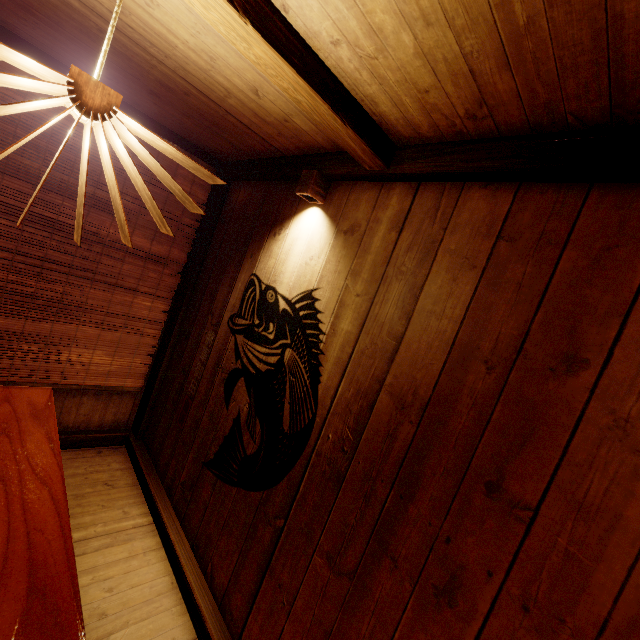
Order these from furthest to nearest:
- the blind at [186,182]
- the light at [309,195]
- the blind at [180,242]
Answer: the blind at [186,182] < the blind at [180,242] < the light at [309,195]

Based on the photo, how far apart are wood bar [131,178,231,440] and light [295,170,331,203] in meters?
2.3

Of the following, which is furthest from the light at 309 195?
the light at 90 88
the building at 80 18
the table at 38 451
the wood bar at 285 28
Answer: the table at 38 451

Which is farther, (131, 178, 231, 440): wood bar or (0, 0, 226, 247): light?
(131, 178, 231, 440): wood bar

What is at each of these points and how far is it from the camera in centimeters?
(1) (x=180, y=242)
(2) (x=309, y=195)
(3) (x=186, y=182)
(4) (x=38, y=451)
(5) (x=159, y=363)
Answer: (1) blind, 545cm
(2) light, 370cm
(3) blind, 522cm
(4) table, 223cm
(5) wood bar, 574cm

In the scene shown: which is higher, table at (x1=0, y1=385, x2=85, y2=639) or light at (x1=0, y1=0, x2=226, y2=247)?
light at (x1=0, y1=0, x2=226, y2=247)

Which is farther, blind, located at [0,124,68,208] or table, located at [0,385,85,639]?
blind, located at [0,124,68,208]

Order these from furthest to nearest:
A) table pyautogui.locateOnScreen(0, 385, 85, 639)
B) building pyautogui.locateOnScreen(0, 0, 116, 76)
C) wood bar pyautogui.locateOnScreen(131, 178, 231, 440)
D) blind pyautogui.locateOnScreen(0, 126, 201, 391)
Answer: wood bar pyautogui.locateOnScreen(131, 178, 231, 440) < blind pyautogui.locateOnScreen(0, 126, 201, 391) < building pyautogui.locateOnScreen(0, 0, 116, 76) < table pyautogui.locateOnScreen(0, 385, 85, 639)
